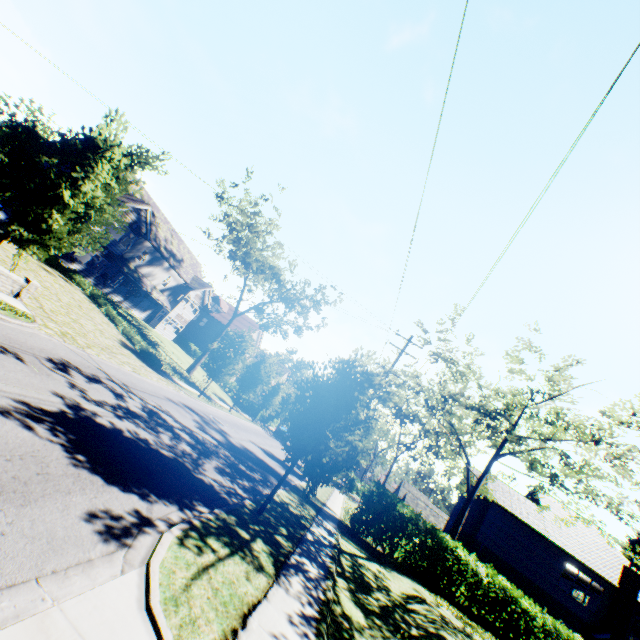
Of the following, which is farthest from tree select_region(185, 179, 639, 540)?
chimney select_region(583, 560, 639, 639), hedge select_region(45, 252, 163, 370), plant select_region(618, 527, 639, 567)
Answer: chimney select_region(583, 560, 639, 639)

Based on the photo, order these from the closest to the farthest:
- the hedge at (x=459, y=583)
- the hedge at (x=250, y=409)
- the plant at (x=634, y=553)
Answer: the hedge at (x=459, y=583) → the hedge at (x=250, y=409) → the plant at (x=634, y=553)

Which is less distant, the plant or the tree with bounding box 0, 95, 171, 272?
the tree with bounding box 0, 95, 171, 272

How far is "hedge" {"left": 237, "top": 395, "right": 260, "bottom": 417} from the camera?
42.5m

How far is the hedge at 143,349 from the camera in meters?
22.7

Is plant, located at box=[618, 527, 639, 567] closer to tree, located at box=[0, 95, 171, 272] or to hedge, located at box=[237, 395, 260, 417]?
tree, located at box=[0, 95, 171, 272]

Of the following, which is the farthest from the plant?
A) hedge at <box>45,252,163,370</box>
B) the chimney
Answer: hedge at <box>45,252,163,370</box>

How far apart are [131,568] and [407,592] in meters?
14.0
